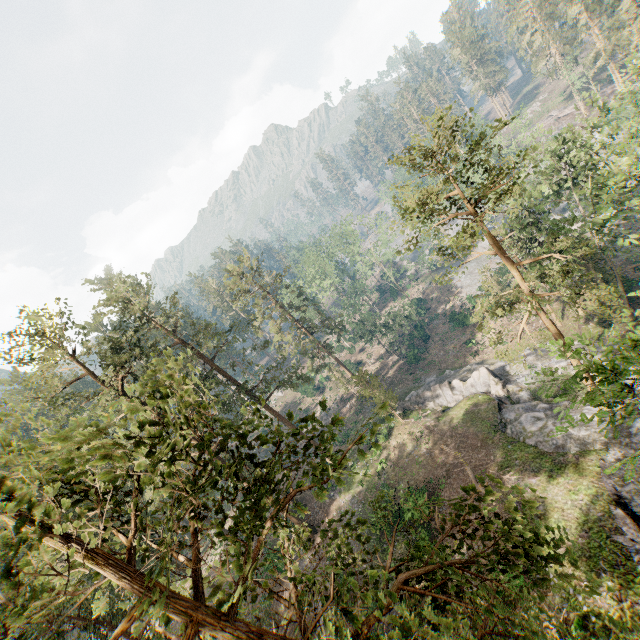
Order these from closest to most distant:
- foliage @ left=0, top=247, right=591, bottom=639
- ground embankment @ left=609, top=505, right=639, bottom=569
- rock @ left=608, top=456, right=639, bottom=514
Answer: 1. foliage @ left=0, top=247, right=591, bottom=639
2. ground embankment @ left=609, top=505, right=639, bottom=569
3. rock @ left=608, top=456, right=639, bottom=514

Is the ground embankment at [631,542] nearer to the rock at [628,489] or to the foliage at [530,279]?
the rock at [628,489]

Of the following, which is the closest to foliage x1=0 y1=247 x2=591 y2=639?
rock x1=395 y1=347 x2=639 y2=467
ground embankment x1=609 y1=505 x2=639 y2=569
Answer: rock x1=395 y1=347 x2=639 y2=467

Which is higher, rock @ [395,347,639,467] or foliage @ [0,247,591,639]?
foliage @ [0,247,591,639]

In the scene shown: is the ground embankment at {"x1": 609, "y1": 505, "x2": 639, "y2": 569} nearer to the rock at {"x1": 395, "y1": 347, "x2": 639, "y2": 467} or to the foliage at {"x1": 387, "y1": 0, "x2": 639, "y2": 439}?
the rock at {"x1": 395, "y1": 347, "x2": 639, "y2": 467}

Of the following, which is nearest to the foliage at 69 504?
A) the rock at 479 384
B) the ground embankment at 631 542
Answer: the rock at 479 384

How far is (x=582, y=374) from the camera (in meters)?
12.76
